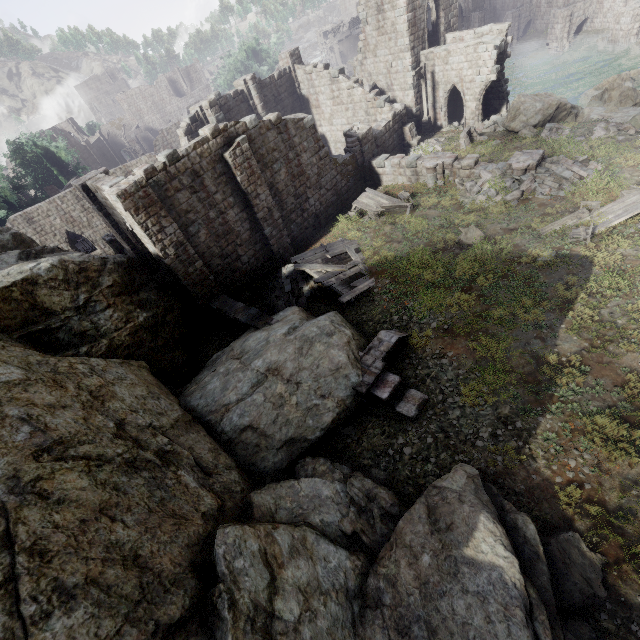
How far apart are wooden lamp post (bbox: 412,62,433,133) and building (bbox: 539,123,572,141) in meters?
9.4 m

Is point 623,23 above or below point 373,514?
below

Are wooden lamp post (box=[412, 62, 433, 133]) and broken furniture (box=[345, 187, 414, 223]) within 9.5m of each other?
no

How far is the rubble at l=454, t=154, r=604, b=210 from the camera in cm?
1466

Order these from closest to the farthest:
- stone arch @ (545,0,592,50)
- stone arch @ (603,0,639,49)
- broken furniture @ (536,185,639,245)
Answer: broken furniture @ (536,185,639,245)
stone arch @ (603,0,639,49)
stone arch @ (545,0,592,50)

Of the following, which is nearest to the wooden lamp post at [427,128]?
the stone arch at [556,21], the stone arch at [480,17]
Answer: the stone arch at [556,21]

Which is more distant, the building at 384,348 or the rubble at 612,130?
the rubble at 612,130

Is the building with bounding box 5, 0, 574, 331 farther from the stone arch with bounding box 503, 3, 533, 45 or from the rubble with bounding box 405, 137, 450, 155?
the stone arch with bounding box 503, 3, 533, 45
